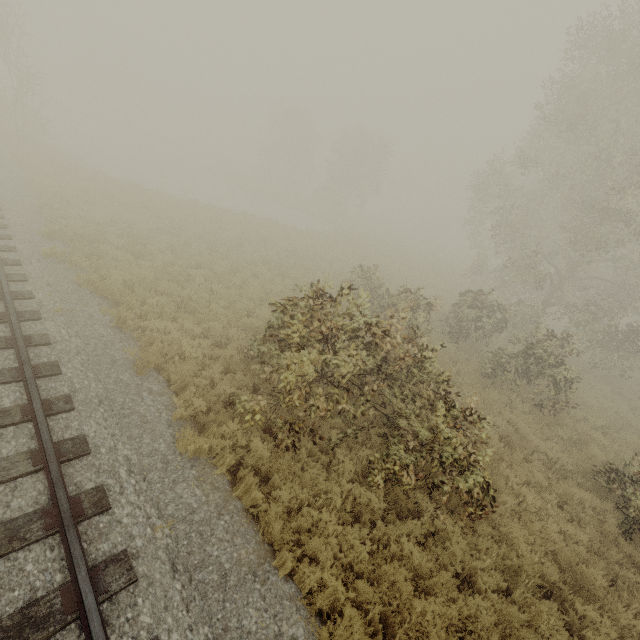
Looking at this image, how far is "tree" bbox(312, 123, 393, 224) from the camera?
39.4 meters

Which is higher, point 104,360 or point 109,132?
point 104,360

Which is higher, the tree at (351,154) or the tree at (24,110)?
the tree at (351,154)

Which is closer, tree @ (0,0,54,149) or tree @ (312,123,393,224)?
tree @ (0,0,54,149)

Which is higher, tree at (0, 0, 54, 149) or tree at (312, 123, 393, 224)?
tree at (312, 123, 393, 224)

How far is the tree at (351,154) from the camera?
39.4m
